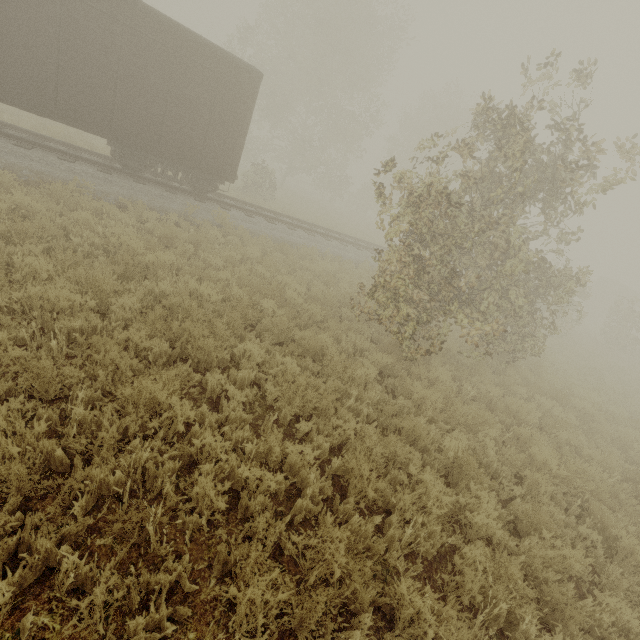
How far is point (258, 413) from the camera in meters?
5.0

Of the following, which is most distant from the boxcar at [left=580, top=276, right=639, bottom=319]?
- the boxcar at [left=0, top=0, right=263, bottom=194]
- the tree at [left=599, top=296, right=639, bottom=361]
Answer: the boxcar at [left=0, top=0, right=263, bottom=194]

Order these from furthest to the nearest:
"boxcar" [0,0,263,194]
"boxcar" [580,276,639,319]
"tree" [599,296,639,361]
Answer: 1. "boxcar" [580,276,639,319]
2. "tree" [599,296,639,361]
3. "boxcar" [0,0,263,194]

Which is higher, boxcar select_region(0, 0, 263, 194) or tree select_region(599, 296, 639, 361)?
boxcar select_region(0, 0, 263, 194)

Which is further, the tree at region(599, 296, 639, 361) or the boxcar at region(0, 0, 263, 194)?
the tree at region(599, 296, 639, 361)

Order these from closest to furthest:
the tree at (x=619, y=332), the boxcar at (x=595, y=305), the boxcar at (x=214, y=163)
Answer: the boxcar at (x=214, y=163)
the tree at (x=619, y=332)
the boxcar at (x=595, y=305)

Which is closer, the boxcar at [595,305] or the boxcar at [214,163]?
the boxcar at [214,163]
